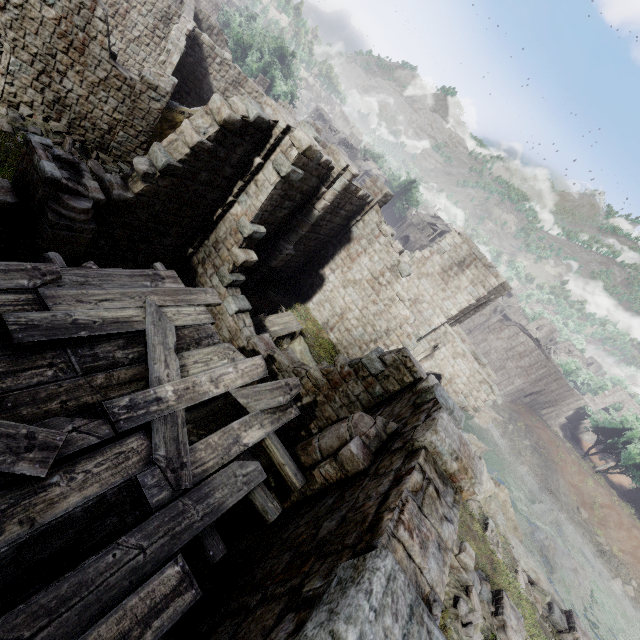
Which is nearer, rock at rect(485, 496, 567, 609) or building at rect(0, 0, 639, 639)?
building at rect(0, 0, 639, 639)

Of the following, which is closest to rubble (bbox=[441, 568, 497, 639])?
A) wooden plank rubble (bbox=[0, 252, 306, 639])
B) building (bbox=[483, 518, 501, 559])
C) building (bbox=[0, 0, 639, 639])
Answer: building (bbox=[0, 0, 639, 639])

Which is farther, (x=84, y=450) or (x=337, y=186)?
(x=337, y=186)

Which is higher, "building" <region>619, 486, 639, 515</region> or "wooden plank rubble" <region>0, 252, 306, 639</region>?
"wooden plank rubble" <region>0, 252, 306, 639</region>

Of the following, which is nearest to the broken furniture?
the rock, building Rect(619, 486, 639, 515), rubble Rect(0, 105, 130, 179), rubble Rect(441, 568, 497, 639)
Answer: rubble Rect(0, 105, 130, 179)

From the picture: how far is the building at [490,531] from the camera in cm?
1697

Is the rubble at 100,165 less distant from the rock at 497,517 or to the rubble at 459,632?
the rubble at 459,632

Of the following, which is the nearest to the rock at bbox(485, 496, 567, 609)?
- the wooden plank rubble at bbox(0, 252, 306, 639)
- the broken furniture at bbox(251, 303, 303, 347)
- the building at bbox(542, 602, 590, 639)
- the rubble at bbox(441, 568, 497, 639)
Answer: the building at bbox(542, 602, 590, 639)
